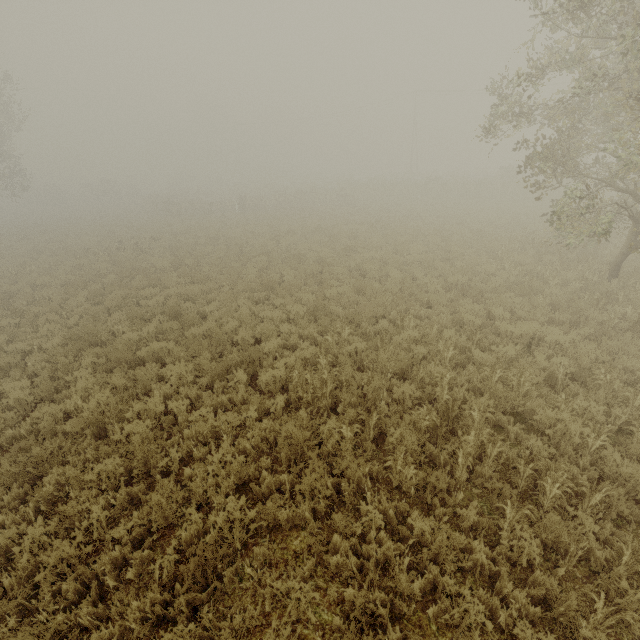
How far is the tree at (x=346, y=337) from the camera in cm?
841

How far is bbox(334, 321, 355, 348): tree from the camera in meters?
8.4

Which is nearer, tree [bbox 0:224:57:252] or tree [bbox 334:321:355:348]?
tree [bbox 334:321:355:348]

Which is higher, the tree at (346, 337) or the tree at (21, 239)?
the tree at (21, 239)

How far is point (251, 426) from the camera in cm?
628

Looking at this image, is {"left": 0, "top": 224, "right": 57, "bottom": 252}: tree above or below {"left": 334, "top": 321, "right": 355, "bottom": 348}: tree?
above
